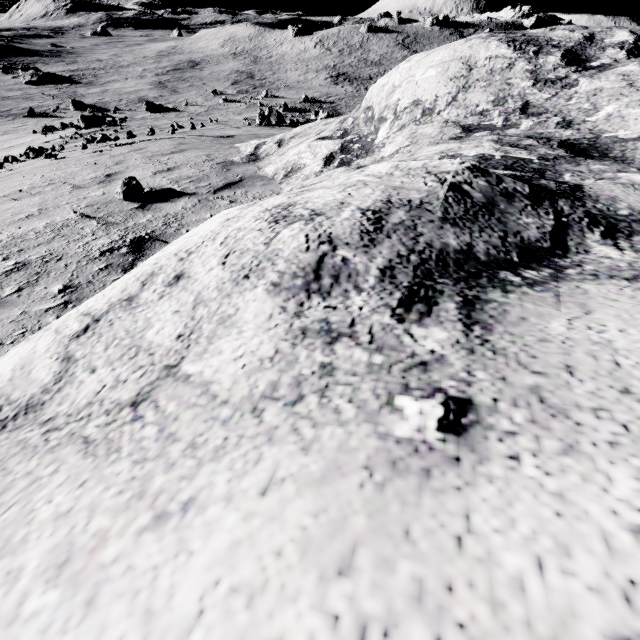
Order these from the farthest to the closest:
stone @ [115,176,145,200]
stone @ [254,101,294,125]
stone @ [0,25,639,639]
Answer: stone @ [254,101,294,125], stone @ [115,176,145,200], stone @ [0,25,639,639]

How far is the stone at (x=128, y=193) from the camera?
4.27m

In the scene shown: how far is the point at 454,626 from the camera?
0.5m

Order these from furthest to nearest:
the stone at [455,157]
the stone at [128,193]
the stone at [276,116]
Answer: the stone at [276,116]
the stone at [128,193]
the stone at [455,157]

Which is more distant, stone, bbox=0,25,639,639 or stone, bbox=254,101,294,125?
stone, bbox=254,101,294,125

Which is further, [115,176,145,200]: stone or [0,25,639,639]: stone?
[115,176,145,200]: stone

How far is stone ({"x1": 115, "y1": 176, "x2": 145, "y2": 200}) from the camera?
4.3 meters

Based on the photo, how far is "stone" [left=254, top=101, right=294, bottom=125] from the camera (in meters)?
28.59
